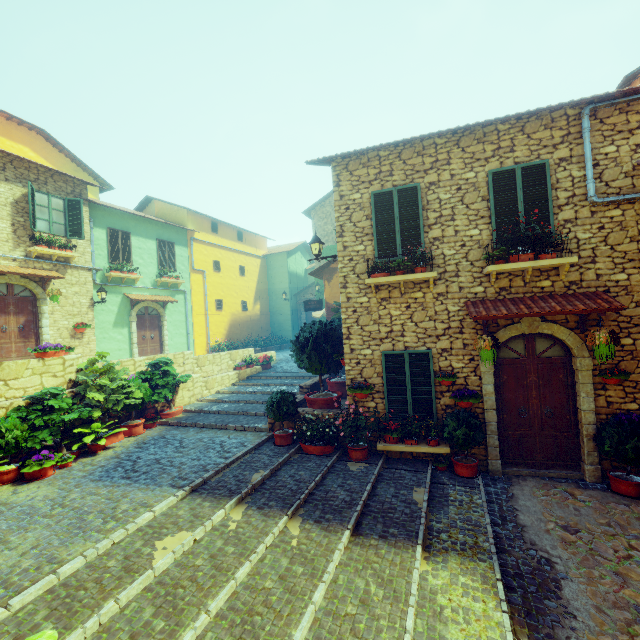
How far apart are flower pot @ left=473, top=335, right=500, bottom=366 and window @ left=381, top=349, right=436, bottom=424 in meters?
0.9 m

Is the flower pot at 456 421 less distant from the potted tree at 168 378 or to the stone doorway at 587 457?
the stone doorway at 587 457

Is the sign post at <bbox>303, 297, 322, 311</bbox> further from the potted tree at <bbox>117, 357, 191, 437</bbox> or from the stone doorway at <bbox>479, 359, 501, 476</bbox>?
the stone doorway at <bbox>479, 359, 501, 476</bbox>

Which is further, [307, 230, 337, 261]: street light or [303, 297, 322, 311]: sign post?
[303, 297, 322, 311]: sign post

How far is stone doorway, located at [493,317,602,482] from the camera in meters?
6.3 m

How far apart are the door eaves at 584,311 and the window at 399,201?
1.37m

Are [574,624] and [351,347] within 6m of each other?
yes

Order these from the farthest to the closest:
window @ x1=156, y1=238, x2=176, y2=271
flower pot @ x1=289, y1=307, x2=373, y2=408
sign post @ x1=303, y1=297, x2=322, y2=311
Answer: window @ x1=156, y1=238, x2=176, y2=271 < sign post @ x1=303, y1=297, x2=322, y2=311 < flower pot @ x1=289, y1=307, x2=373, y2=408
